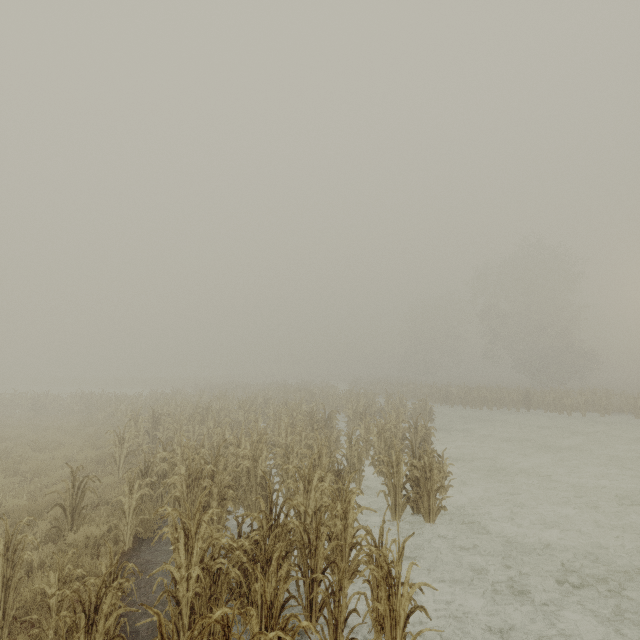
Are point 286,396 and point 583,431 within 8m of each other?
no
